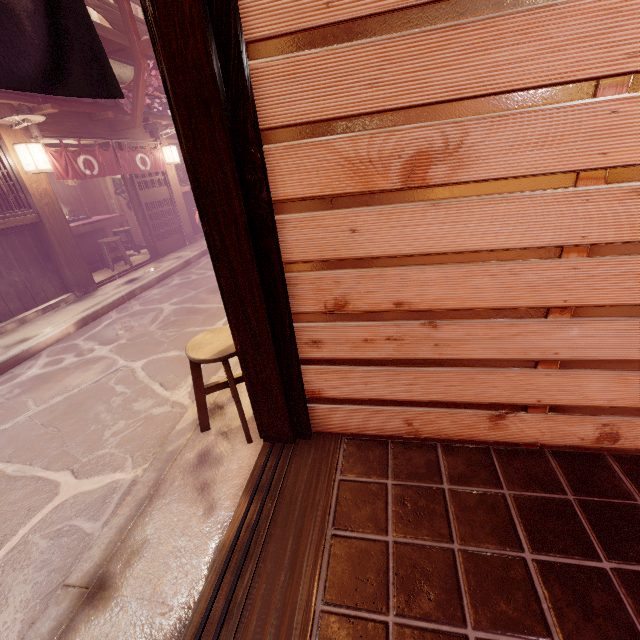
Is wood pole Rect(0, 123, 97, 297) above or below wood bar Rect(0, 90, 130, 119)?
below

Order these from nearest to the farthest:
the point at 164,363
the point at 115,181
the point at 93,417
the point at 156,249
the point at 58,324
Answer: the point at 93,417 → the point at 164,363 → the point at 58,324 → the point at 156,249 → the point at 115,181

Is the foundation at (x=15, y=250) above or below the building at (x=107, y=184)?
below

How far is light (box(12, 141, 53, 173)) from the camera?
9.39m

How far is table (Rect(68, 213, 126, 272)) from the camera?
13.7m

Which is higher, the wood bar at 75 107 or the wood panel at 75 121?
the wood bar at 75 107

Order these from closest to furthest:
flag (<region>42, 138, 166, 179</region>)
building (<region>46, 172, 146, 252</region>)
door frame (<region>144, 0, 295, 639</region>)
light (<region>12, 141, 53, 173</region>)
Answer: door frame (<region>144, 0, 295, 639</region>)
light (<region>12, 141, 53, 173</region>)
flag (<region>42, 138, 166, 179</region>)
building (<region>46, 172, 146, 252</region>)

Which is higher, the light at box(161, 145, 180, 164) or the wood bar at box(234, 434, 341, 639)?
the light at box(161, 145, 180, 164)
